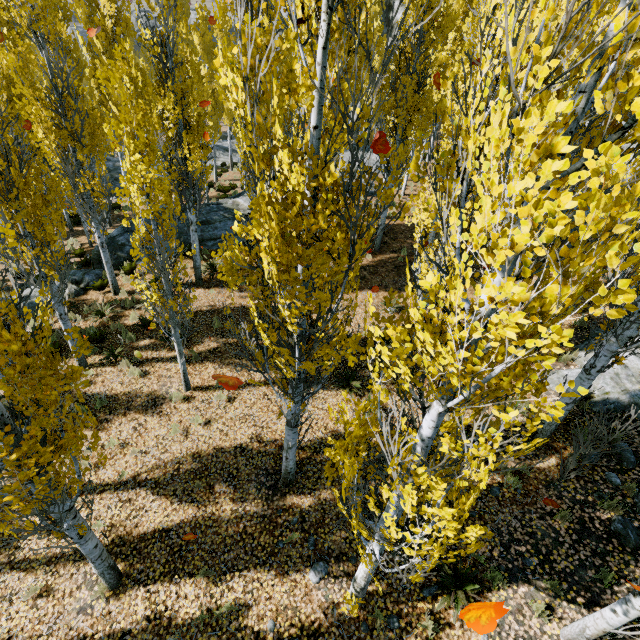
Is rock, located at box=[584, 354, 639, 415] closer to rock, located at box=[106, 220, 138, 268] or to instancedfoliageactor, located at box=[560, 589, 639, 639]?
instancedfoliageactor, located at box=[560, 589, 639, 639]

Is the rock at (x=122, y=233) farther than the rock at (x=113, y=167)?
No

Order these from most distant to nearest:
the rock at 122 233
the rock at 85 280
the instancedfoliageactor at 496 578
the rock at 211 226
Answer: the rock at 211 226 < the rock at 122 233 < the rock at 85 280 < the instancedfoliageactor at 496 578

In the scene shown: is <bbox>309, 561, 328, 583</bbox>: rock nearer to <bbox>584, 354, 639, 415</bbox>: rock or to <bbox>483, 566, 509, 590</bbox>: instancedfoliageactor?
<bbox>483, 566, 509, 590</bbox>: instancedfoliageactor

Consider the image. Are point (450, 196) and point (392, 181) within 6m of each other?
yes

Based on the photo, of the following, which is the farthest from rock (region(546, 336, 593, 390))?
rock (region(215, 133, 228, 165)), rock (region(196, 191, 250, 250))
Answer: rock (region(215, 133, 228, 165))

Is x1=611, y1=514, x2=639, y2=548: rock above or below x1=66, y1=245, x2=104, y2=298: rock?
above

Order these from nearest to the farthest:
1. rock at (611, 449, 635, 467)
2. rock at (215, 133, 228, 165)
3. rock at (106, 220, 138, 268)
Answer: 1. rock at (611, 449, 635, 467)
2. rock at (106, 220, 138, 268)
3. rock at (215, 133, 228, 165)
